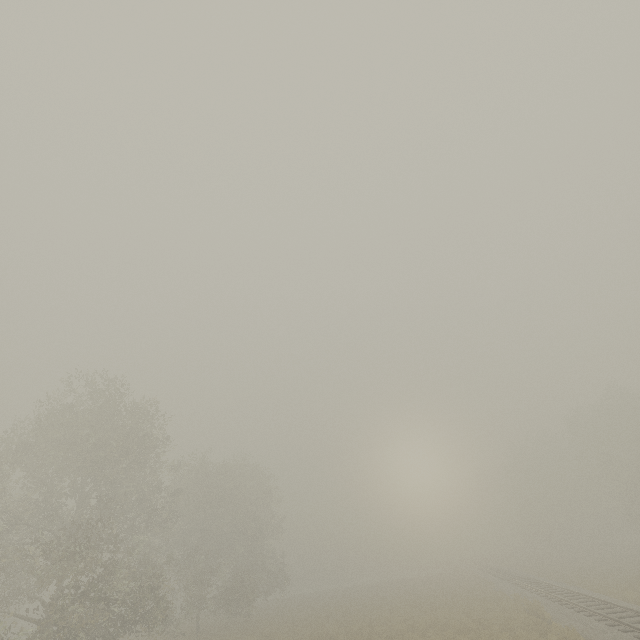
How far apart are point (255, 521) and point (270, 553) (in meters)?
6.98
